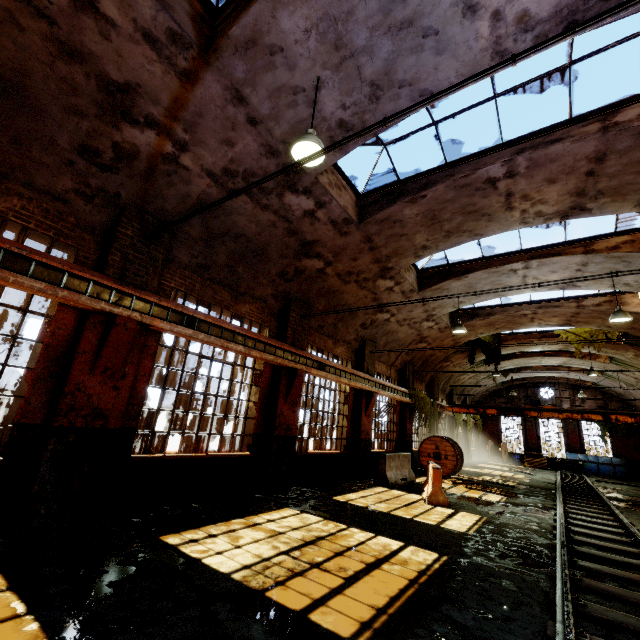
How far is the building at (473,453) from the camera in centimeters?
2773cm

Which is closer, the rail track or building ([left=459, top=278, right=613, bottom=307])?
the rail track

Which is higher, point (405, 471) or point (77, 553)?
point (405, 471)

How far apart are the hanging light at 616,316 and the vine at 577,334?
8.2 meters

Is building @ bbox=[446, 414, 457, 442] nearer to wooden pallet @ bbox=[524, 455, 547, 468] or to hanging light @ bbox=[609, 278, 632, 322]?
hanging light @ bbox=[609, 278, 632, 322]

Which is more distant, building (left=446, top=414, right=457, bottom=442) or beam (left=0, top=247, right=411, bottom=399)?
building (left=446, top=414, right=457, bottom=442)

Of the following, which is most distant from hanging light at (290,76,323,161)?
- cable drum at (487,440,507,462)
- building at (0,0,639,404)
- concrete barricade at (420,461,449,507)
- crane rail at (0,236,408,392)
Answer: cable drum at (487,440,507,462)

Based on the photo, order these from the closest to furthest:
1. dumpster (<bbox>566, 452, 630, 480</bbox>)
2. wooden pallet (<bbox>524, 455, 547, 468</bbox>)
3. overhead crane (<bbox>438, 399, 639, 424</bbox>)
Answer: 1. overhead crane (<bbox>438, 399, 639, 424</bbox>)
2. dumpster (<bbox>566, 452, 630, 480</bbox>)
3. wooden pallet (<bbox>524, 455, 547, 468</bbox>)
